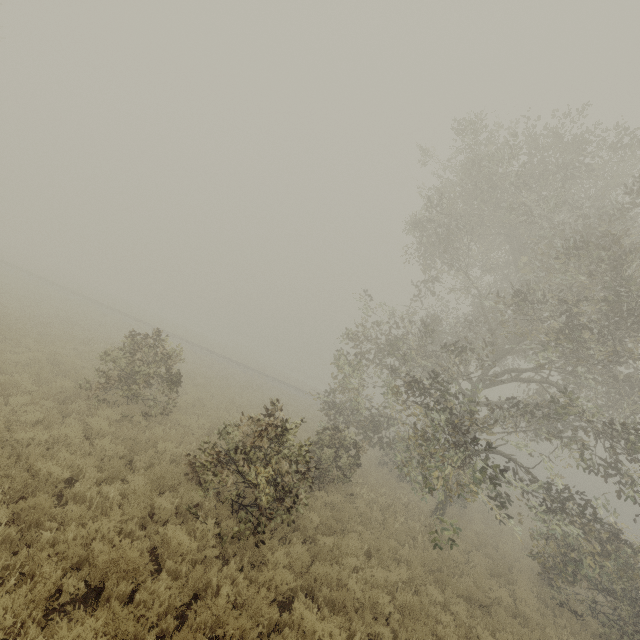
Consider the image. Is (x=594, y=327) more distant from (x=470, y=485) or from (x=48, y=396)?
(x=48, y=396)
